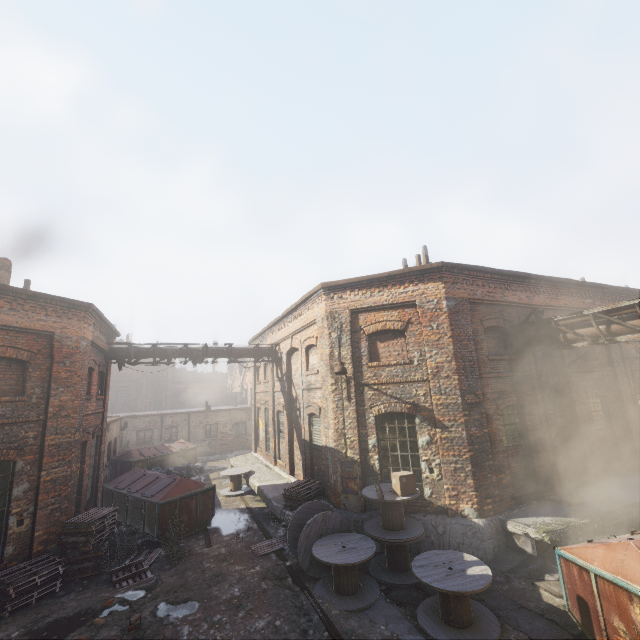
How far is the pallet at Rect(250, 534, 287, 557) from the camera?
9.68m

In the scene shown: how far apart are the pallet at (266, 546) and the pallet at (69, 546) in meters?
4.1 m

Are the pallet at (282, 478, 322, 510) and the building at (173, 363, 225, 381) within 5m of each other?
no

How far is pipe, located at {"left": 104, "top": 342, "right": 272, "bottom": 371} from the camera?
14.5 meters

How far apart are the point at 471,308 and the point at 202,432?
24.4m

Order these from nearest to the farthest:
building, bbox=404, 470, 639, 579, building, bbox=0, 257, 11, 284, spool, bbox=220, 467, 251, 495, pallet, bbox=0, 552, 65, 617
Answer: pallet, bbox=0, 552, 65, 617, building, bbox=404, 470, 639, 579, building, bbox=0, 257, 11, 284, spool, bbox=220, 467, 251, 495

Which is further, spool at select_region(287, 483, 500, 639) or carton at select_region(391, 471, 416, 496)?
carton at select_region(391, 471, 416, 496)

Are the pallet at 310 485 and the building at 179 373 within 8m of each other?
no
